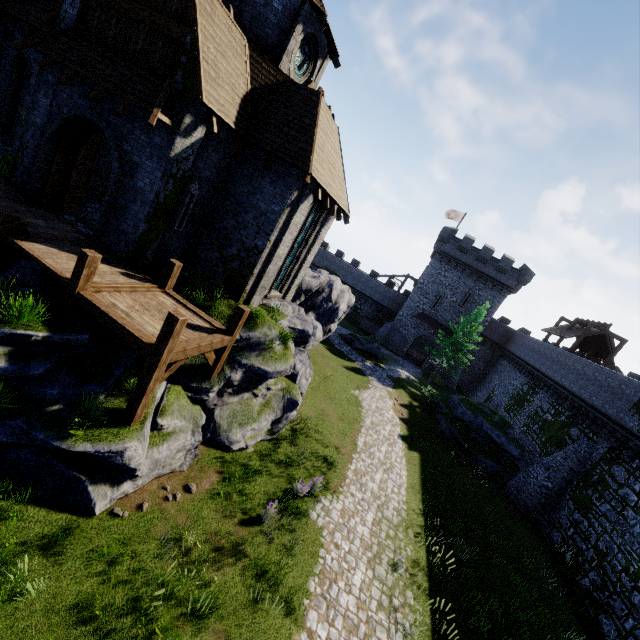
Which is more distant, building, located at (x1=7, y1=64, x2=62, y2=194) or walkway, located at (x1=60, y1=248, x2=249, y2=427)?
building, located at (x1=7, y1=64, x2=62, y2=194)

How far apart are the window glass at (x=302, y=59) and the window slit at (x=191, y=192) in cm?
744

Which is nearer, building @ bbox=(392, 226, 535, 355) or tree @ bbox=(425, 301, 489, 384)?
tree @ bbox=(425, 301, 489, 384)

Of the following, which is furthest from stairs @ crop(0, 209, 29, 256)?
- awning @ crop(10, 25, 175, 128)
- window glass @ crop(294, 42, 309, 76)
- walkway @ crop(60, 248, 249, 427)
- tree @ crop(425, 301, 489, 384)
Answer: tree @ crop(425, 301, 489, 384)

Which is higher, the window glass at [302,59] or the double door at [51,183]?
the window glass at [302,59]

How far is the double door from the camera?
10.4m

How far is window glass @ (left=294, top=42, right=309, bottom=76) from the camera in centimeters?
1418cm

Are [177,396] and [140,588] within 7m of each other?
yes
